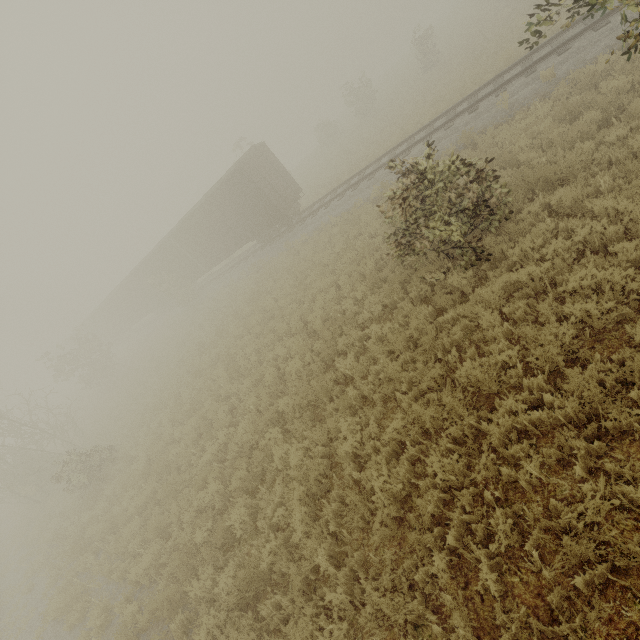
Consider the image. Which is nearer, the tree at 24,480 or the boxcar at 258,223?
the tree at 24,480

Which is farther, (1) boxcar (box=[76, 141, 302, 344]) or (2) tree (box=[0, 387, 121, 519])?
(1) boxcar (box=[76, 141, 302, 344])

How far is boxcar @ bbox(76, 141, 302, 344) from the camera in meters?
18.9

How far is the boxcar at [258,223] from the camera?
18.9m

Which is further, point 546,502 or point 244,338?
point 244,338
